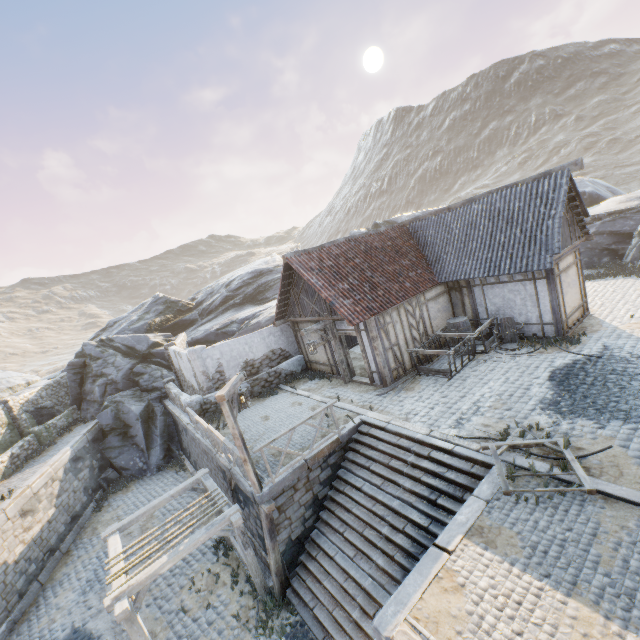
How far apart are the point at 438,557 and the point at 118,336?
23.8m

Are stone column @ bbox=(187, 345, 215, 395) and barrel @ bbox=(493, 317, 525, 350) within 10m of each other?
no

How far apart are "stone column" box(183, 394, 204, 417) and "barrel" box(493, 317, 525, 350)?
12.82m

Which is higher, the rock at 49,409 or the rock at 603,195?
the rock at 603,195

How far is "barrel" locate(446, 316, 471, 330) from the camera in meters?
13.6

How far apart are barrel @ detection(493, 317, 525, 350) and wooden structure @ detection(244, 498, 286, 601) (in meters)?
9.95

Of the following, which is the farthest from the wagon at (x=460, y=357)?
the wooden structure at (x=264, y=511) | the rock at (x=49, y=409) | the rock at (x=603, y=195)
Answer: the rock at (x=49, y=409)

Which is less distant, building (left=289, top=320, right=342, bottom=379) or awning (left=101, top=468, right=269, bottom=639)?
awning (left=101, top=468, right=269, bottom=639)
